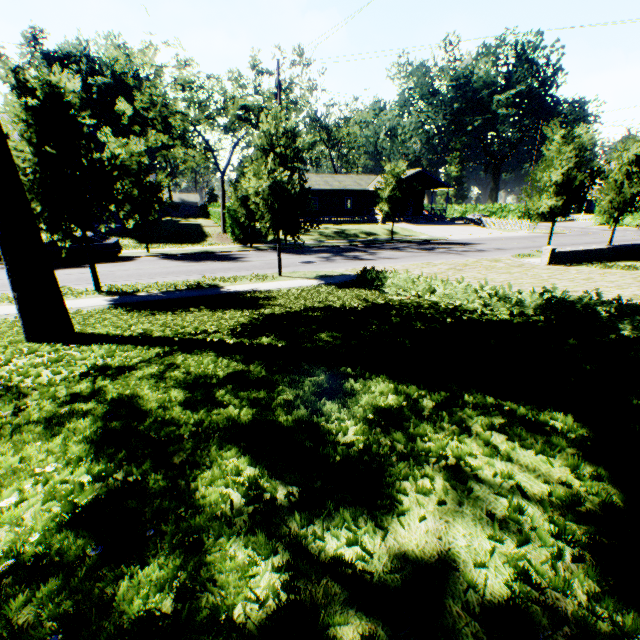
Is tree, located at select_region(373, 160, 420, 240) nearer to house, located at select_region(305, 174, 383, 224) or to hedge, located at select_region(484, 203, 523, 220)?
house, located at select_region(305, 174, 383, 224)

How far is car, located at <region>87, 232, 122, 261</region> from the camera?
18.9 meters

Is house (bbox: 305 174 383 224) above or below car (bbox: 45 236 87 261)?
above

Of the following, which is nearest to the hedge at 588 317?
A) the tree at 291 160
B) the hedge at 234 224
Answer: the tree at 291 160

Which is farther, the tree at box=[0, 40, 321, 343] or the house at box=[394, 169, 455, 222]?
the house at box=[394, 169, 455, 222]

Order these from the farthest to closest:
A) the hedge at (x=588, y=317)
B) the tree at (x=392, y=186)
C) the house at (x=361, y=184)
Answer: the house at (x=361, y=184), the tree at (x=392, y=186), the hedge at (x=588, y=317)

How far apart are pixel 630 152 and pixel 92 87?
78.0 meters

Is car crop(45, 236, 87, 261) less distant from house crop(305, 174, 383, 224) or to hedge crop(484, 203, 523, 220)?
house crop(305, 174, 383, 224)
